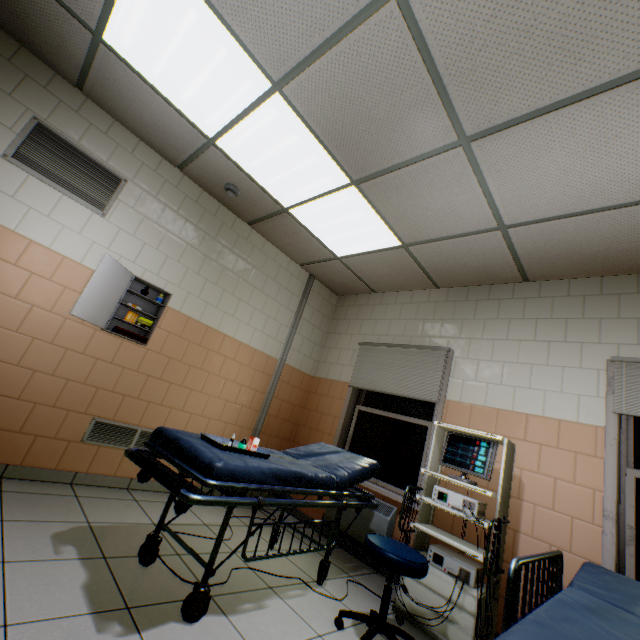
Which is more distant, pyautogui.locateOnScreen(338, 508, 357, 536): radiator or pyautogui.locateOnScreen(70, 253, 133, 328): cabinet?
pyautogui.locateOnScreen(338, 508, 357, 536): radiator

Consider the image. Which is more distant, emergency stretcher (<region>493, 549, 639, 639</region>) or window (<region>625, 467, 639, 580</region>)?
window (<region>625, 467, 639, 580</region>)

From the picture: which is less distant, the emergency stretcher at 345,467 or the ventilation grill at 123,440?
the emergency stretcher at 345,467

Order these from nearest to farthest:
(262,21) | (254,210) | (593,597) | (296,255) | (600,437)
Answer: (593,597)
(262,21)
(600,437)
(254,210)
(296,255)

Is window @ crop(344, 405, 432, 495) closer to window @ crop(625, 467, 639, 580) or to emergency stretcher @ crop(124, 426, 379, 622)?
emergency stretcher @ crop(124, 426, 379, 622)

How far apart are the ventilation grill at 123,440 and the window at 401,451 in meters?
2.0

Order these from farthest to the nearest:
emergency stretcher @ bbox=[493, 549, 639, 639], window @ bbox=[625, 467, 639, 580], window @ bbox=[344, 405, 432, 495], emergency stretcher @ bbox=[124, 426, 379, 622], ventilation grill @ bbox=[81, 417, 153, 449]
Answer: window @ bbox=[344, 405, 432, 495] → ventilation grill @ bbox=[81, 417, 153, 449] → window @ bbox=[625, 467, 639, 580] → emergency stretcher @ bbox=[124, 426, 379, 622] → emergency stretcher @ bbox=[493, 549, 639, 639]

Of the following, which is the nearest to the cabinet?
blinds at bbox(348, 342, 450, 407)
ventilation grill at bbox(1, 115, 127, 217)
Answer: ventilation grill at bbox(1, 115, 127, 217)
